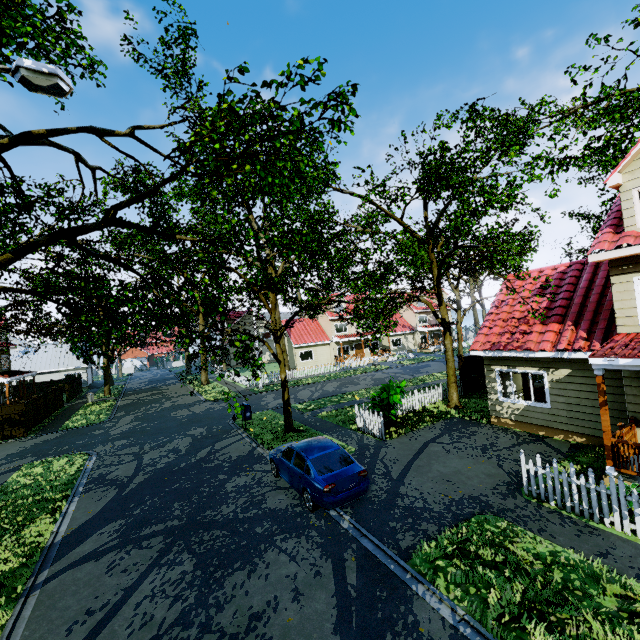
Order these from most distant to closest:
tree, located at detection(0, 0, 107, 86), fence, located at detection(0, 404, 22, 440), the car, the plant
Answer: fence, located at detection(0, 404, 22, 440)
the plant
the car
tree, located at detection(0, 0, 107, 86)

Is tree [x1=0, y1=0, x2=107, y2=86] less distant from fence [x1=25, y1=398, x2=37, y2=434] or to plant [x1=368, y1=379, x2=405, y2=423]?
fence [x1=25, y1=398, x2=37, y2=434]

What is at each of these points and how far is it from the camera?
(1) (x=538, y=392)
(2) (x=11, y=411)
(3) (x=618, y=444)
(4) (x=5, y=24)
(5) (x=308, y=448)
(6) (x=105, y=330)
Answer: (1) kitchen cabinet, 14.7 meters
(2) fence, 21.1 meters
(3) wooden rail, 8.2 meters
(4) tree, 5.3 meters
(5) car, 10.0 meters
(6) tree, 36.4 meters

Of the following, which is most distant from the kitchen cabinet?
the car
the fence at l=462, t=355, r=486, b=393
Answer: the car

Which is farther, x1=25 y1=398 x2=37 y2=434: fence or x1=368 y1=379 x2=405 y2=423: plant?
x1=25 y1=398 x2=37 y2=434: fence

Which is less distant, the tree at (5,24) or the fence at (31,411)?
the tree at (5,24)

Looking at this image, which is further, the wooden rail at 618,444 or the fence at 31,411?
the fence at 31,411

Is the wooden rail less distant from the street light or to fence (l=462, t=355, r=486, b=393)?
fence (l=462, t=355, r=486, b=393)
